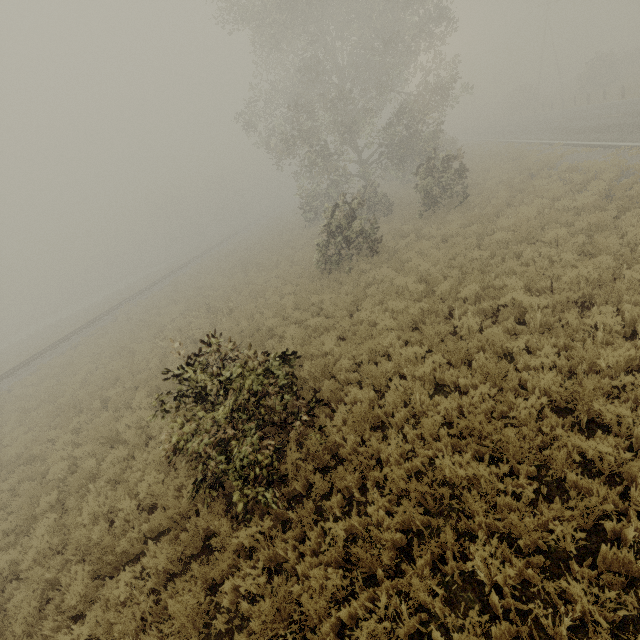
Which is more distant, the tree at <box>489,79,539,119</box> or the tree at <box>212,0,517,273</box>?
the tree at <box>489,79,539,119</box>

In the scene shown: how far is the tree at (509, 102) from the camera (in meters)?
47.88

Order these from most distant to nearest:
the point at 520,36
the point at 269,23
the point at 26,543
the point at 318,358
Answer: the point at 520,36 < the point at 269,23 < the point at 318,358 < the point at 26,543

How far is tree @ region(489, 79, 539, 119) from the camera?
47.88m

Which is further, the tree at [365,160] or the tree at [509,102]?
the tree at [509,102]
